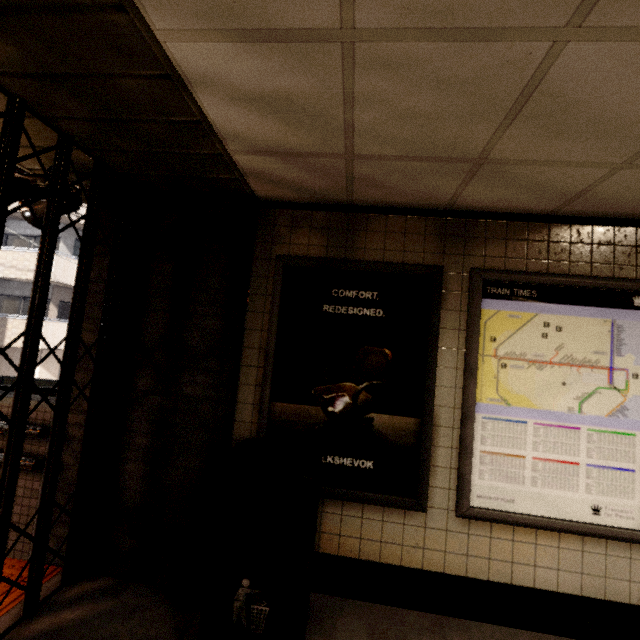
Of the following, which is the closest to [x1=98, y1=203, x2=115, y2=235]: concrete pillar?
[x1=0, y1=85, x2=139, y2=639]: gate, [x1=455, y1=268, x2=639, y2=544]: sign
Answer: [x1=0, y1=85, x2=139, y2=639]: gate

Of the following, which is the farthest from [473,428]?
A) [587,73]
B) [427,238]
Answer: [587,73]

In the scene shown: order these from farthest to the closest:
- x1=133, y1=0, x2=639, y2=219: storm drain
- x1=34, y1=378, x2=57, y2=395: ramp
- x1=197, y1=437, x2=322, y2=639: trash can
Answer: x1=34, y1=378, x2=57, y2=395: ramp
x1=197, y1=437, x2=322, y2=639: trash can
x1=133, y1=0, x2=639, y2=219: storm drain

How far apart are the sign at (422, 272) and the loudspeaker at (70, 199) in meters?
1.6

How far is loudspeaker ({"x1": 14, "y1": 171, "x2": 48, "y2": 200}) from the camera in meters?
2.2 m

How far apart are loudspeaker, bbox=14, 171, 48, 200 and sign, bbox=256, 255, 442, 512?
1.6m
